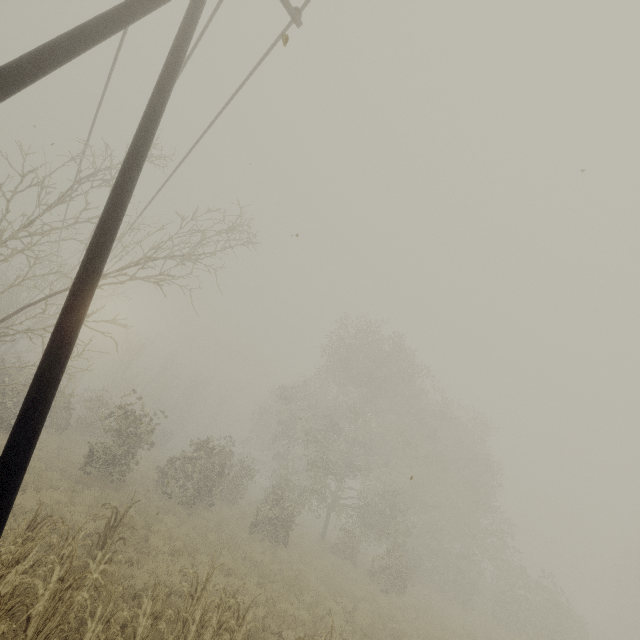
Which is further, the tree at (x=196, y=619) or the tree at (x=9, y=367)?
the tree at (x=9, y=367)

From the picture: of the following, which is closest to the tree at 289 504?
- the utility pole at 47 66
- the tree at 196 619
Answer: the tree at 196 619

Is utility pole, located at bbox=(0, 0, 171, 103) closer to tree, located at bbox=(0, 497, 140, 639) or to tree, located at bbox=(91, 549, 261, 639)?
tree, located at bbox=(0, 497, 140, 639)

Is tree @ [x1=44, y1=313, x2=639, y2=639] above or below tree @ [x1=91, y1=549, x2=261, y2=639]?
above

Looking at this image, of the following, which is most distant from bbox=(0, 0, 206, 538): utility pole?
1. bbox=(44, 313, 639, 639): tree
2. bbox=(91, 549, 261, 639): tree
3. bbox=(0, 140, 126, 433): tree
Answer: bbox=(44, 313, 639, 639): tree

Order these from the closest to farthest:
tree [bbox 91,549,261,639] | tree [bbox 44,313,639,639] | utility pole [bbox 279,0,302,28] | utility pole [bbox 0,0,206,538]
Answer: utility pole [bbox 0,0,206,538] → tree [bbox 91,549,261,639] → utility pole [bbox 279,0,302,28] → tree [bbox 44,313,639,639]

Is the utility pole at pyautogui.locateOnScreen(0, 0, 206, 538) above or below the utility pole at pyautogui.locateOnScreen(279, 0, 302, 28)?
below

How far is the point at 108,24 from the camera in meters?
4.3 m
